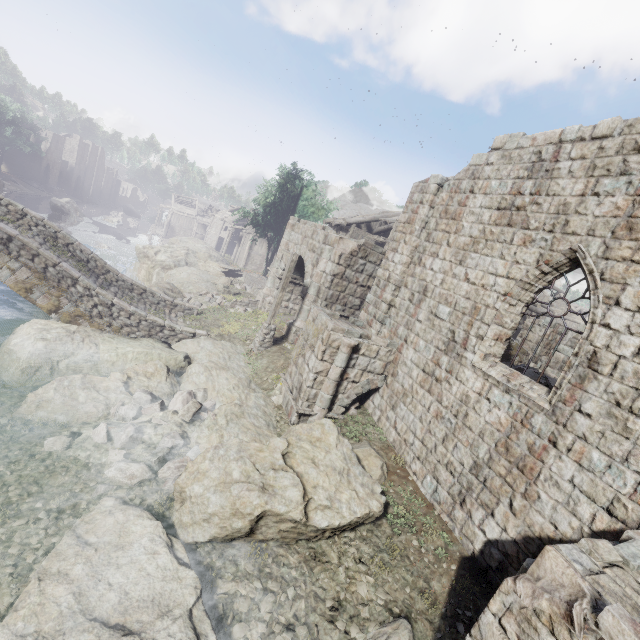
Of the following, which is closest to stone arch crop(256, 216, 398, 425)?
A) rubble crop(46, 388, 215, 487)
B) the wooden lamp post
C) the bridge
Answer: the wooden lamp post

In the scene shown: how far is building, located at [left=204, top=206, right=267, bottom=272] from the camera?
43.9 meters

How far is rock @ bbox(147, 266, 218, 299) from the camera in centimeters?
2097cm

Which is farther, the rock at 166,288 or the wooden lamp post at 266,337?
the rock at 166,288

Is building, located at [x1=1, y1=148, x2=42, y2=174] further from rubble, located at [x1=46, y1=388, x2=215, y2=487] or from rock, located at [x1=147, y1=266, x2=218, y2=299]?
rubble, located at [x1=46, y1=388, x2=215, y2=487]

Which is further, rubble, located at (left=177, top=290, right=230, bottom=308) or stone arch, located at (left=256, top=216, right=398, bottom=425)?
rubble, located at (left=177, top=290, right=230, bottom=308)

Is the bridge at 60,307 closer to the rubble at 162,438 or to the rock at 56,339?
the rock at 56,339

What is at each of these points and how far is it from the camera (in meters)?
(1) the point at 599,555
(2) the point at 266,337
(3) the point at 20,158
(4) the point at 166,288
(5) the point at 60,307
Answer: (1) stone arch, 4.05
(2) wooden lamp post, 15.15
(3) building, 59.38
(4) rock, 21.25
(5) bridge, 12.52
